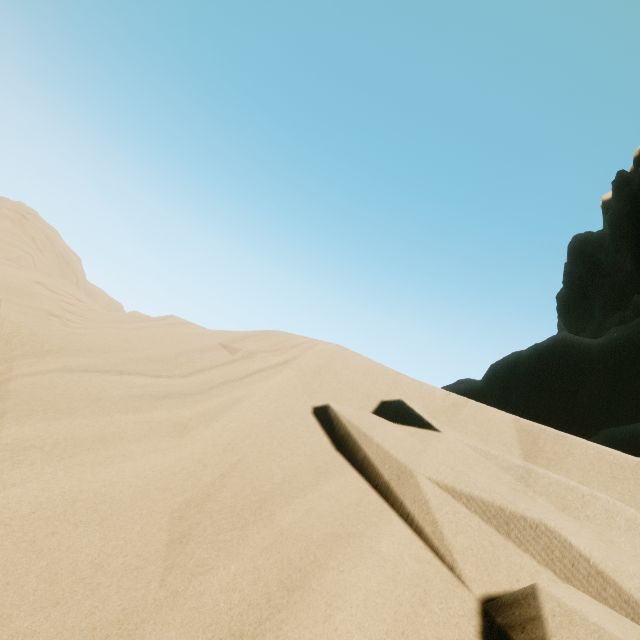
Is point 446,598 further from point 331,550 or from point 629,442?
point 629,442
